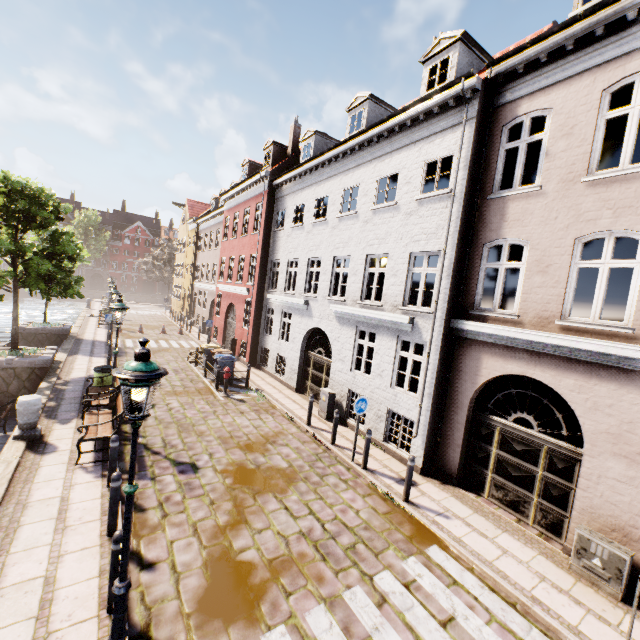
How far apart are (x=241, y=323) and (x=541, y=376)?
16.2m

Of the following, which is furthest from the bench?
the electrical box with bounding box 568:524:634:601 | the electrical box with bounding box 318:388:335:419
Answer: the electrical box with bounding box 568:524:634:601

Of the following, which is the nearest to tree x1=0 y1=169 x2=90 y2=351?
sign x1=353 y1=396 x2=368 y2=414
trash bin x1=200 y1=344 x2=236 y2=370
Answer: trash bin x1=200 y1=344 x2=236 y2=370

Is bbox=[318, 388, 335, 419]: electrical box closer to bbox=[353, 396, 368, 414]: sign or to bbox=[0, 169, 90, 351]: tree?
bbox=[353, 396, 368, 414]: sign

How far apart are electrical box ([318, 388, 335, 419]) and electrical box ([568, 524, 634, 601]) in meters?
7.4 m

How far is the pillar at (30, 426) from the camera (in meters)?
8.01

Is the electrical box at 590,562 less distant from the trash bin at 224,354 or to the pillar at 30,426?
the pillar at 30,426

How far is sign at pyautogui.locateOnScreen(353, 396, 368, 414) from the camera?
8.9m
